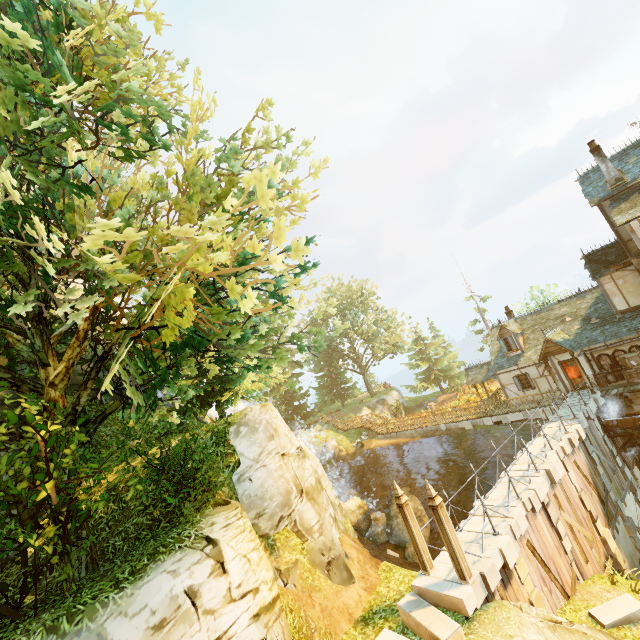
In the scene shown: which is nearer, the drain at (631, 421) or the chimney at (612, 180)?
the drain at (631, 421)

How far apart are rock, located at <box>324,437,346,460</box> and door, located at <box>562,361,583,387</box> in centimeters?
2234cm

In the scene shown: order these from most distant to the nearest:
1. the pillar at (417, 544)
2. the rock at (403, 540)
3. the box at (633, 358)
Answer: the box at (633, 358) < the rock at (403, 540) < the pillar at (417, 544)

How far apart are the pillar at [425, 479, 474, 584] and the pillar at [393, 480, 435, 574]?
1.0m

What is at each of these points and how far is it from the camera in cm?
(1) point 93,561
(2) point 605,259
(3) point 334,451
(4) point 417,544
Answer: (1) tree, 848
(2) building, 2141
(3) rock, 3656
(4) pillar, 1002

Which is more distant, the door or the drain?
the door

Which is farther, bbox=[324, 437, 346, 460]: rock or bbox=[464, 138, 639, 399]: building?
bbox=[324, 437, 346, 460]: rock

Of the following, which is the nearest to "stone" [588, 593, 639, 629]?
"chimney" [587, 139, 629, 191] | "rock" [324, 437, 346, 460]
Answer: "chimney" [587, 139, 629, 191]
